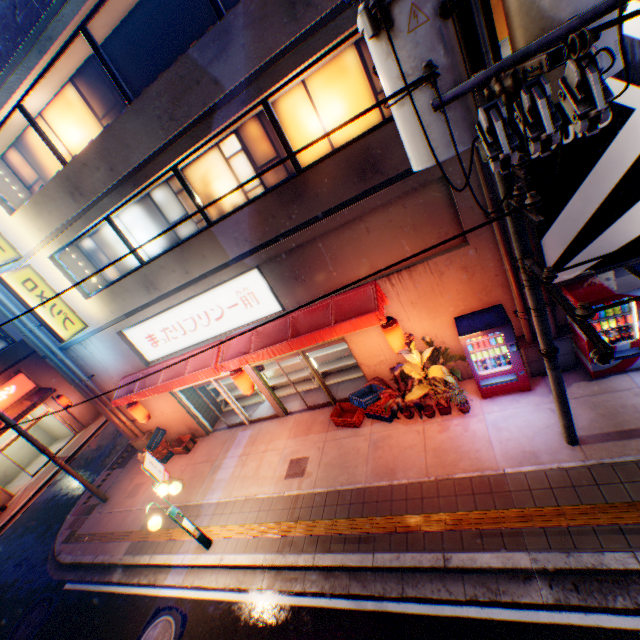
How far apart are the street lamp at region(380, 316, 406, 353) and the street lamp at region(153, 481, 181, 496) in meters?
6.3 m

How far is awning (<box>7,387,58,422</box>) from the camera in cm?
1827

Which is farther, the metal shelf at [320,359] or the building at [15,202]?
the metal shelf at [320,359]

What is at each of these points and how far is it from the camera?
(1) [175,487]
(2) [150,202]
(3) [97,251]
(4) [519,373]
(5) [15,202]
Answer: (1) street lamp, 7.8m
(2) window glass, 9.4m
(3) window glass, 10.8m
(4) vending machine, 7.6m
(5) building, 9.6m

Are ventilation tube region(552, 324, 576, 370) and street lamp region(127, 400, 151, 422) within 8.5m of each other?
no

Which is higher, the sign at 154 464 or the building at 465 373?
the sign at 154 464

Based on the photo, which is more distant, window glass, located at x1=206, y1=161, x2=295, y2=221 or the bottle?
window glass, located at x1=206, y1=161, x2=295, y2=221

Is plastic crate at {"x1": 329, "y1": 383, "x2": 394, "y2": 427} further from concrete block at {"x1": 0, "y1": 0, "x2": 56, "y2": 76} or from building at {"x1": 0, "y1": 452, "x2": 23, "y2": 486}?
building at {"x1": 0, "y1": 452, "x2": 23, "y2": 486}
